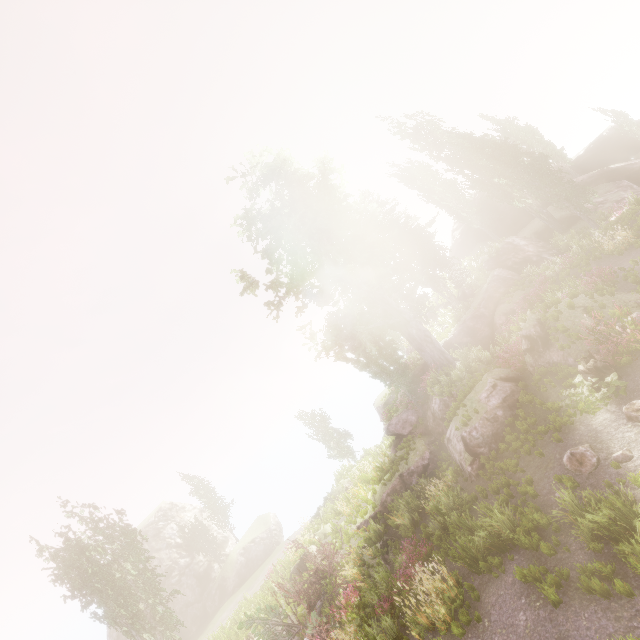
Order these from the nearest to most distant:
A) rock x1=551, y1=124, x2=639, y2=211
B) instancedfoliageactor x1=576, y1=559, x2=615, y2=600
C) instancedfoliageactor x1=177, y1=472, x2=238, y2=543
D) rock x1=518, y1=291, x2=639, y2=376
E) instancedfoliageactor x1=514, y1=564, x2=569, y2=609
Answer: instancedfoliageactor x1=576, y1=559, x2=615, y2=600 → instancedfoliageactor x1=514, y1=564, x2=569, y2=609 → rock x1=518, y1=291, x2=639, y2=376 → rock x1=551, y1=124, x2=639, y2=211 → instancedfoliageactor x1=177, y1=472, x2=238, y2=543

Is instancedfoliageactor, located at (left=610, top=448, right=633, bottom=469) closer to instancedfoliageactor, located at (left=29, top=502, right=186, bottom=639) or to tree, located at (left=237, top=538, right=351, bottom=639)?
instancedfoliageactor, located at (left=29, top=502, right=186, bottom=639)

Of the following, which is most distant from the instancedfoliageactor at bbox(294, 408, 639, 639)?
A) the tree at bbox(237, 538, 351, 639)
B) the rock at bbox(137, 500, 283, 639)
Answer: the tree at bbox(237, 538, 351, 639)

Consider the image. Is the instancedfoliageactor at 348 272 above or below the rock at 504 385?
above

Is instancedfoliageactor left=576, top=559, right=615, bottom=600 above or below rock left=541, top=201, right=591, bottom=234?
below

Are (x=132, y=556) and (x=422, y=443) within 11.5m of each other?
no

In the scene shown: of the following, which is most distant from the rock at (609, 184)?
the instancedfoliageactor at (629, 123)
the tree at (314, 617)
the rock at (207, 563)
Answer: the rock at (207, 563)

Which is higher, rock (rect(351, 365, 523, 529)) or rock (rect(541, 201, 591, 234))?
rock (rect(541, 201, 591, 234))
